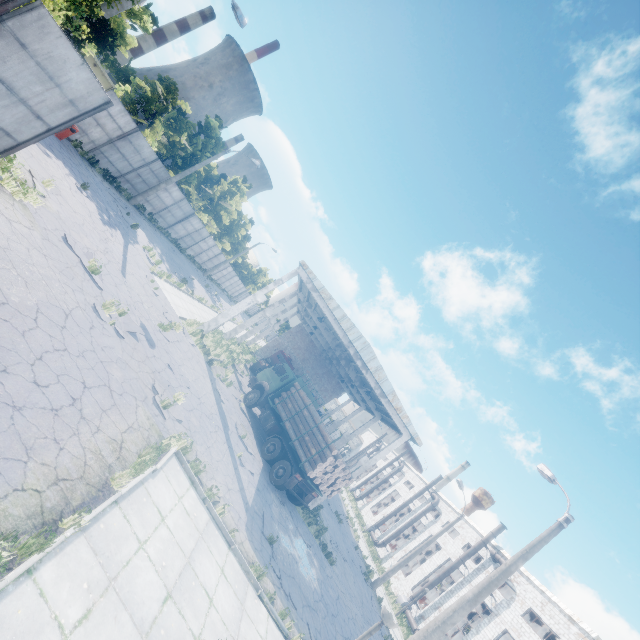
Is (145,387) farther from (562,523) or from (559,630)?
(559,630)

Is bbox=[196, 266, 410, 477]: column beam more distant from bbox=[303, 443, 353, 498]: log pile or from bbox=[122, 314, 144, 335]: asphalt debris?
bbox=[122, 314, 144, 335]: asphalt debris

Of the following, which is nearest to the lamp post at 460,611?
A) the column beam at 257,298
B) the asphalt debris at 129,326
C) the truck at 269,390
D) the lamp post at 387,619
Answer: the lamp post at 387,619

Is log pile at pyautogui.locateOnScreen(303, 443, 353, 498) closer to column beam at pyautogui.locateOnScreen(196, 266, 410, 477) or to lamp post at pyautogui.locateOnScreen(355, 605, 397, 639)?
column beam at pyautogui.locateOnScreen(196, 266, 410, 477)

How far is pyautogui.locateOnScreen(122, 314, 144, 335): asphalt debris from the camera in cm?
1091

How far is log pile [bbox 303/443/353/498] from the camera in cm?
1554

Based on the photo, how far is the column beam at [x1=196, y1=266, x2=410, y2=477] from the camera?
20.6 meters

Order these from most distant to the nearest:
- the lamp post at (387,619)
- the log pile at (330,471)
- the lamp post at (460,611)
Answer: the log pile at (330,471) → the lamp post at (460,611) → the lamp post at (387,619)
